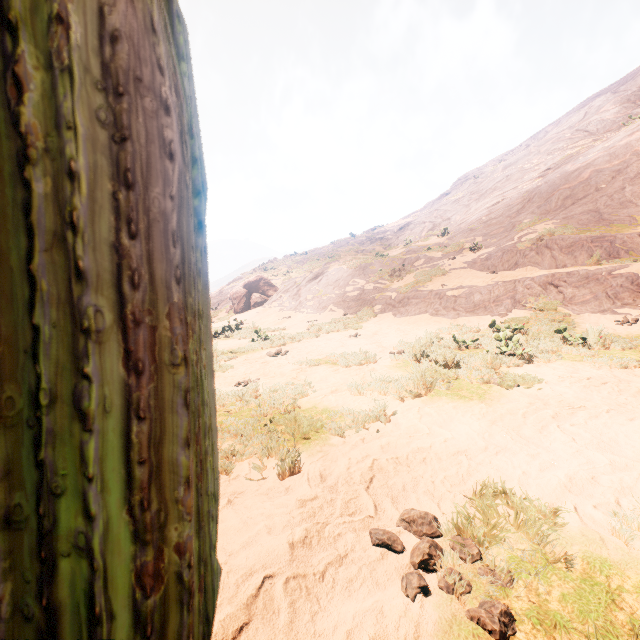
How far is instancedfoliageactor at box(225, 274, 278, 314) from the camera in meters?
23.5 m

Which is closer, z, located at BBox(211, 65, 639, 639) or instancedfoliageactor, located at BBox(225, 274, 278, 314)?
z, located at BBox(211, 65, 639, 639)

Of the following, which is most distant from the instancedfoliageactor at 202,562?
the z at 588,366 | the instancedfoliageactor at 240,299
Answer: the instancedfoliageactor at 240,299

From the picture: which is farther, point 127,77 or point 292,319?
point 292,319

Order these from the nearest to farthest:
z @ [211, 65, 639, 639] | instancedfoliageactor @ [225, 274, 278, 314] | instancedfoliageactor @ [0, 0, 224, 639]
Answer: instancedfoliageactor @ [0, 0, 224, 639] → z @ [211, 65, 639, 639] → instancedfoliageactor @ [225, 274, 278, 314]

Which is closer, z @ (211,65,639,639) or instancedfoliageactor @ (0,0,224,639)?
instancedfoliageactor @ (0,0,224,639)

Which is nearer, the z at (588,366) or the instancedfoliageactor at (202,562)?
the instancedfoliageactor at (202,562)

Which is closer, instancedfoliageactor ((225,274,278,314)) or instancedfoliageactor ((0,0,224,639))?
instancedfoliageactor ((0,0,224,639))
